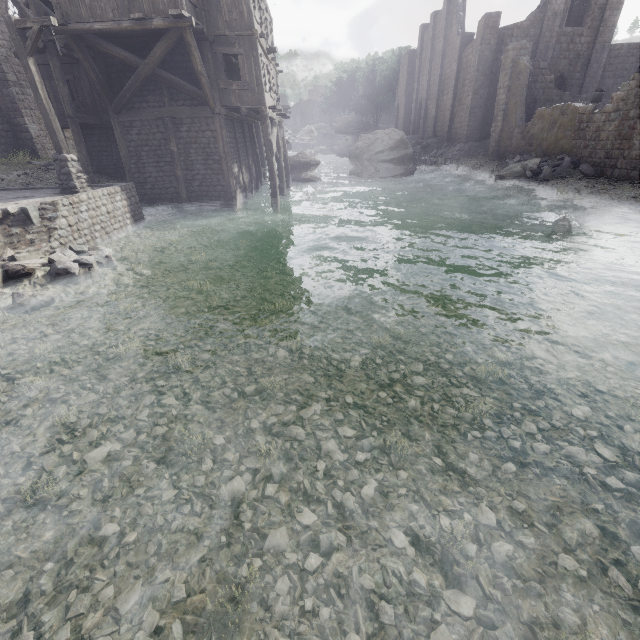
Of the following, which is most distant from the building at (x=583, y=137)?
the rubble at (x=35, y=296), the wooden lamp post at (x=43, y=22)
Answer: the rubble at (x=35, y=296)

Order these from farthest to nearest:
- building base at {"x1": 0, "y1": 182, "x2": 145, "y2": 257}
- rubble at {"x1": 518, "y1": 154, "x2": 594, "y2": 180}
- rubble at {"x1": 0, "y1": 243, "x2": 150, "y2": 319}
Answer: rubble at {"x1": 518, "y1": 154, "x2": 594, "y2": 180} < building base at {"x1": 0, "y1": 182, "x2": 145, "y2": 257} < rubble at {"x1": 0, "y1": 243, "x2": 150, "y2": 319}

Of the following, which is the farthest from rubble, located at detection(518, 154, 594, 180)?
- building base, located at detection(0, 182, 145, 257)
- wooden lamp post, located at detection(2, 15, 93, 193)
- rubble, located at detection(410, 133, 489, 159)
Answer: wooden lamp post, located at detection(2, 15, 93, 193)

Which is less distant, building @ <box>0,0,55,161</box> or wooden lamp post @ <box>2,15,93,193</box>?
wooden lamp post @ <box>2,15,93,193</box>

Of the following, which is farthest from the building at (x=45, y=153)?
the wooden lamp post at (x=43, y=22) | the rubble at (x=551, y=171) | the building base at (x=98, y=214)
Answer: the wooden lamp post at (x=43, y=22)

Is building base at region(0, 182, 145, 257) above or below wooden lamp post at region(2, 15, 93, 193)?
below

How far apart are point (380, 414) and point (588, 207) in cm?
1542

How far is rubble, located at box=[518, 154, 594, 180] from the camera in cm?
1763
